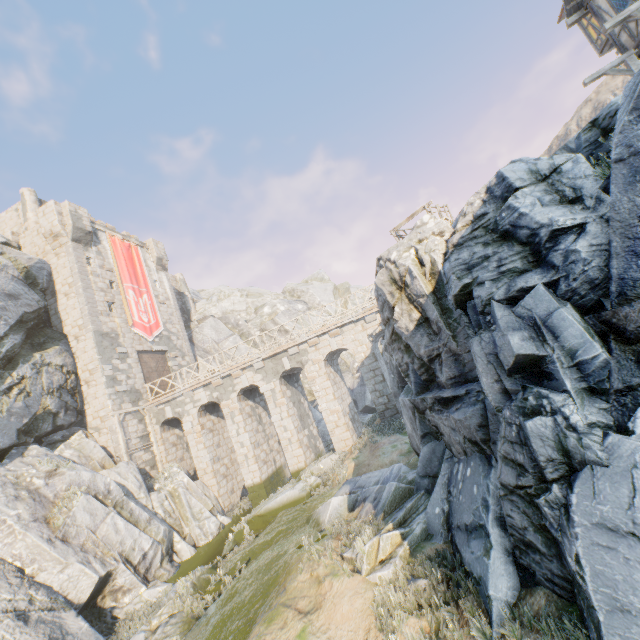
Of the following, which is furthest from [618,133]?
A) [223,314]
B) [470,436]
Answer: [223,314]

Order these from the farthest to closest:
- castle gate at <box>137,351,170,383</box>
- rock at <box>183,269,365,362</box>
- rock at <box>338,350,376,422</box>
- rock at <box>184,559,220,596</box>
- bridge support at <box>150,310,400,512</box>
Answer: rock at <box>183,269,365,362</box> < rock at <box>338,350,376,422</box> < castle gate at <box>137,351,170,383</box> < bridge support at <box>150,310,400,512</box> < rock at <box>184,559,220,596</box>

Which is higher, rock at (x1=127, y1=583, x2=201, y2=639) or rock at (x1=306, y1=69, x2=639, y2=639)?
rock at (x1=306, y1=69, x2=639, y2=639)

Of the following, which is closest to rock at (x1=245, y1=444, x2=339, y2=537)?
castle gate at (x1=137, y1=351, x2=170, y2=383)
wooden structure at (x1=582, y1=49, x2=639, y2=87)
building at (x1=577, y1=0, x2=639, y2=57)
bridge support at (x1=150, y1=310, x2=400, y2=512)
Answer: bridge support at (x1=150, y1=310, x2=400, y2=512)

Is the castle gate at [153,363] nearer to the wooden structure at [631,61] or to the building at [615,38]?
the wooden structure at [631,61]

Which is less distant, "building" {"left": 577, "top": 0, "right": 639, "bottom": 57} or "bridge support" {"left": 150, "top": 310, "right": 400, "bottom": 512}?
"building" {"left": 577, "top": 0, "right": 639, "bottom": 57}

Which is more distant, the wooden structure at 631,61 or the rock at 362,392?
the rock at 362,392
